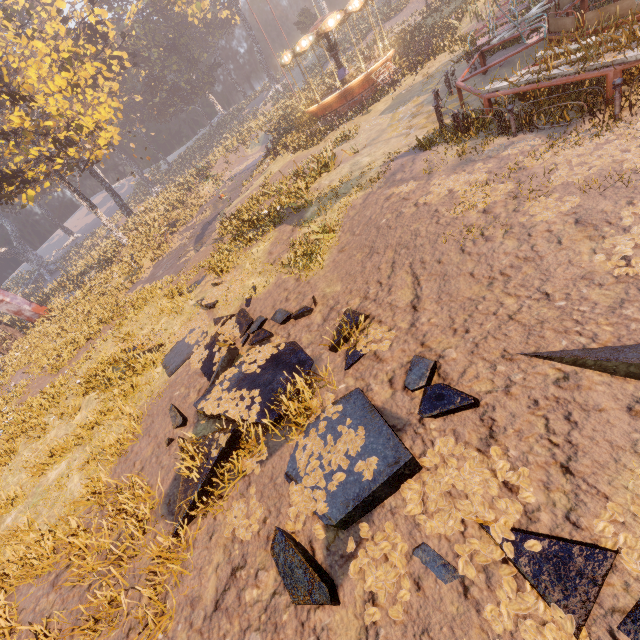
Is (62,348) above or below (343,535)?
above

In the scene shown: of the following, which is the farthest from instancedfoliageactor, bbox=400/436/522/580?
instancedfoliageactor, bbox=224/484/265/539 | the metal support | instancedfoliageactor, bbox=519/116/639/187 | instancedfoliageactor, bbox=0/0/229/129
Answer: instancedfoliageactor, bbox=0/0/229/129

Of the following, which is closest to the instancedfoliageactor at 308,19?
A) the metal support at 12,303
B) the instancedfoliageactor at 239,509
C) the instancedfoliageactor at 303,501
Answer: the metal support at 12,303

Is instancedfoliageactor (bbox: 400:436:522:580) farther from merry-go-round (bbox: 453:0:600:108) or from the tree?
the tree

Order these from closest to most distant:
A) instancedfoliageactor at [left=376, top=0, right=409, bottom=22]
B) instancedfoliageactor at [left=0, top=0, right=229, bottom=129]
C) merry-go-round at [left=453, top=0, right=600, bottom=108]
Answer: merry-go-round at [left=453, top=0, right=600, bottom=108] → instancedfoliageactor at [left=0, top=0, right=229, bottom=129] → instancedfoliageactor at [left=376, top=0, right=409, bottom=22]

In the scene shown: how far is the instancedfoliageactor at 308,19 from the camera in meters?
49.8 m

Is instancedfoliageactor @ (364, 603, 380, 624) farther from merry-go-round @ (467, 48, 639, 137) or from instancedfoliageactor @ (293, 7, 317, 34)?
instancedfoliageactor @ (293, 7, 317, 34)

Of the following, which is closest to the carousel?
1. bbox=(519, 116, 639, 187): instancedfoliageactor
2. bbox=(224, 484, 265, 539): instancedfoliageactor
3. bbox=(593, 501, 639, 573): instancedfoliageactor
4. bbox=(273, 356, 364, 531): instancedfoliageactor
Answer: bbox=(519, 116, 639, 187): instancedfoliageactor
